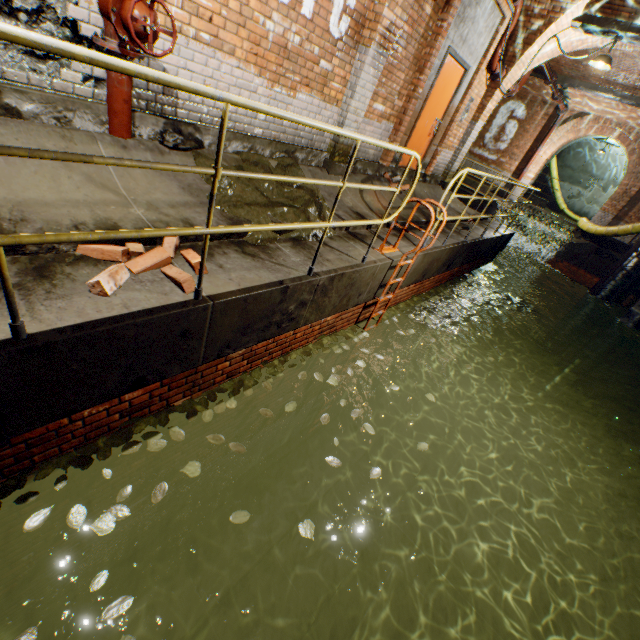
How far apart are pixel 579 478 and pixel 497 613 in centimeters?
638cm

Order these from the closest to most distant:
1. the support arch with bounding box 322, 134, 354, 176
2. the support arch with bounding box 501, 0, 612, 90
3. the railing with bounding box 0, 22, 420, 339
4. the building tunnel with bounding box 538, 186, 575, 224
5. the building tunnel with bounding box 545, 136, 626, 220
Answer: the railing with bounding box 0, 22, 420, 339
the support arch with bounding box 322, 134, 354, 176
the support arch with bounding box 501, 0, 612, 90
the building tunnel with bounding box 545, 136, 626, 220
the building tunnel with bounding box 538, 186, 575, 224

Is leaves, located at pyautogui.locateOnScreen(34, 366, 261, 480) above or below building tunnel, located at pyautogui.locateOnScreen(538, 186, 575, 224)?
below

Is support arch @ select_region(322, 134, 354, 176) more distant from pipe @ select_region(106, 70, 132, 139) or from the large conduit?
the large conduit

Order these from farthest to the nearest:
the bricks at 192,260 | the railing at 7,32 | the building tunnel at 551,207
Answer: the building tunnel at 551,207 → the bricks at 192,260 → the railing at 7,32

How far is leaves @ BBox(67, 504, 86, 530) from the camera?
2.1 meters

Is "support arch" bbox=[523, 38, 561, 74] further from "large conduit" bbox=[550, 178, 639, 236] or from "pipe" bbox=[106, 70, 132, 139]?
"pipe" bbox=[106, 70, 132, 139]

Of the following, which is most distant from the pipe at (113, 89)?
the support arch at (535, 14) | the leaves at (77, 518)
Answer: the support arch at (535, 14)
